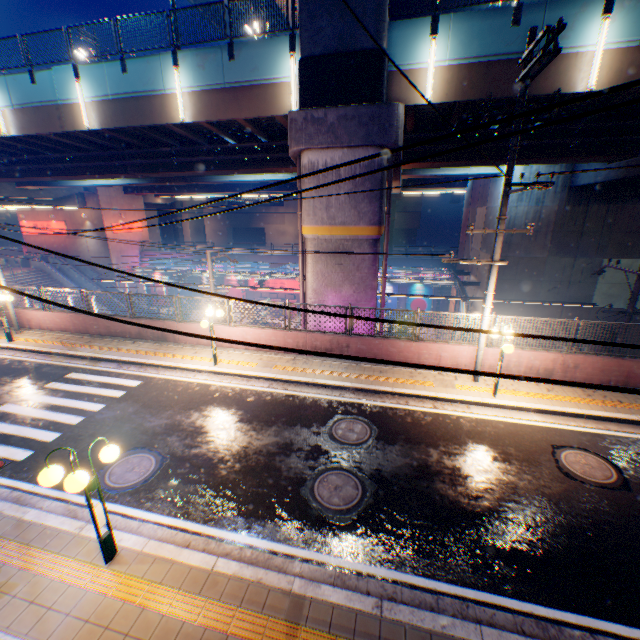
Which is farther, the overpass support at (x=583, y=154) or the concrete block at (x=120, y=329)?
the concrete block at (x=120, y=329)

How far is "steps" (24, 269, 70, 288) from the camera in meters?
31.8 m

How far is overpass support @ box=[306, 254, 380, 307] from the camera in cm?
1322

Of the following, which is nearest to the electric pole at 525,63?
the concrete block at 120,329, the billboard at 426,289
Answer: the concrete block at 120,329

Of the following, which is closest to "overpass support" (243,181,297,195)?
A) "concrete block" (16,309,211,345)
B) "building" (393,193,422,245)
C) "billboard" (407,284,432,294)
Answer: "concrete block" (16,309,211,345)

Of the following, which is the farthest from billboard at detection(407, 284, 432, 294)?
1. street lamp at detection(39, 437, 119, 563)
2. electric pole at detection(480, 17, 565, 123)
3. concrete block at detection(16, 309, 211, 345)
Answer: street lamp at detection(39, 437, 119, 563)

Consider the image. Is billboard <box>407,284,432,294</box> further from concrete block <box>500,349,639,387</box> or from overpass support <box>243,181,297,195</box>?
concrete block <box>500,349,639,387</box>

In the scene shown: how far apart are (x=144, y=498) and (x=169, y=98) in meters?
15.1
